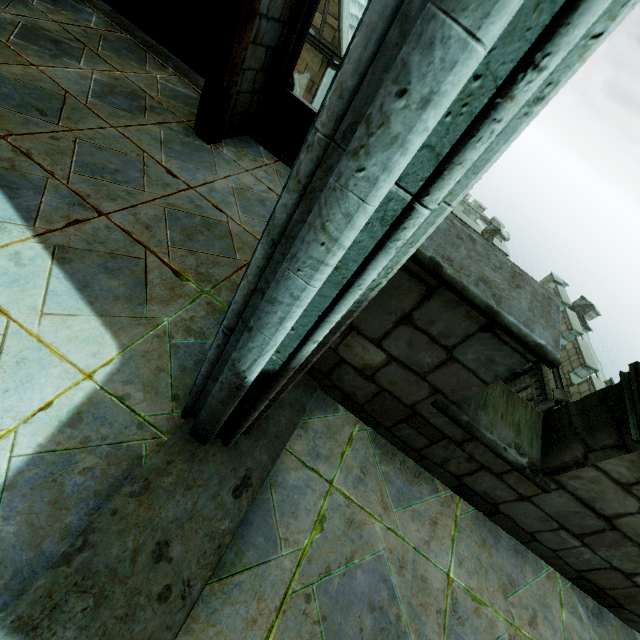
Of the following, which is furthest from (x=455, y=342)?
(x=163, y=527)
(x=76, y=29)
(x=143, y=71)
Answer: (x=76, y=29)

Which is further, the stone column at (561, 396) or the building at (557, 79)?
the stone column at (561, 396)

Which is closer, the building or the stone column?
the building

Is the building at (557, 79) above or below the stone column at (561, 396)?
above

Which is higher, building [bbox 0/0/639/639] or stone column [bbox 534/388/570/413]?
building [bbox 0/0/639/639]

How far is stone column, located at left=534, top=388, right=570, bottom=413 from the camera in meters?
14.2
